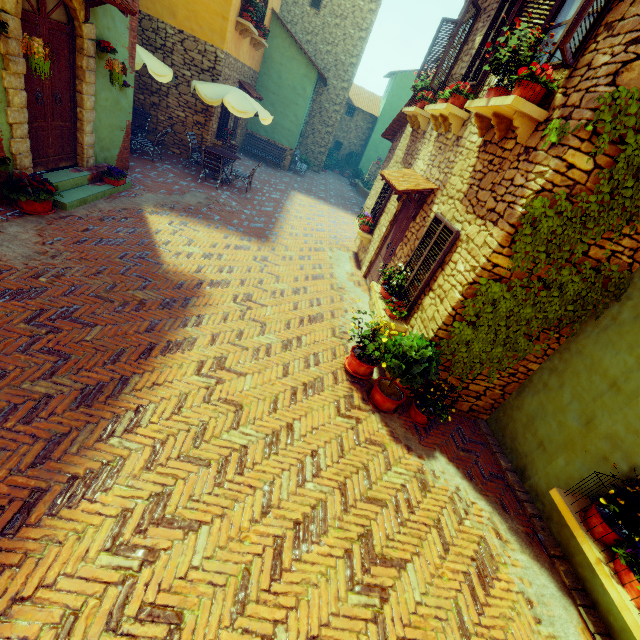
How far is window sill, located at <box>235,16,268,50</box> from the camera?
10.59m

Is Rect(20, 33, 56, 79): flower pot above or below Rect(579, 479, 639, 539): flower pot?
above

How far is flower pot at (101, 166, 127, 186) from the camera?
7.2 meters

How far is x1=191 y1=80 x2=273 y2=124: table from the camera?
9.4m

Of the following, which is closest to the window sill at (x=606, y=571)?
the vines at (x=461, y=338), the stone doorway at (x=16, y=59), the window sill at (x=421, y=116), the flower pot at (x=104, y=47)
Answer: the vines at (x=461, y=338)

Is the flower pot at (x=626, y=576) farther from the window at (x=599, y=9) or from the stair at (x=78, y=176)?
the stair at (x=78, y=176)

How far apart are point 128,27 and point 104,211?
4.2 meters

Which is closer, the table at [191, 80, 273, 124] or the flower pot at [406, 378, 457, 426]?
the flower pot at [406, 378, 457, 426]
